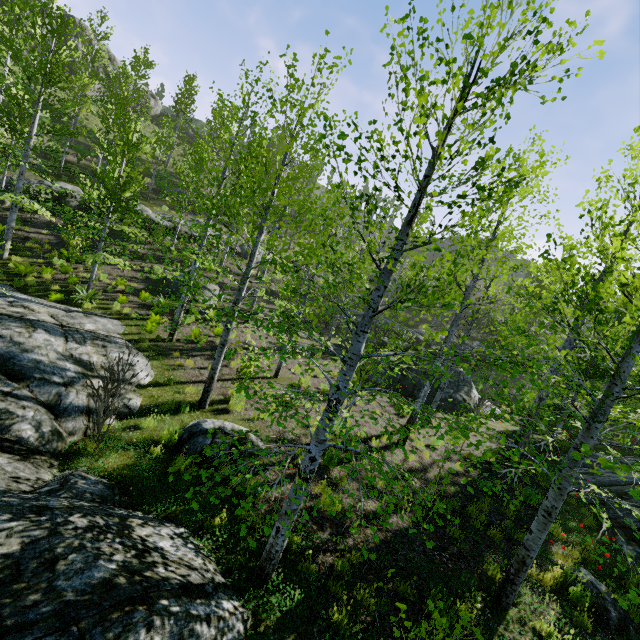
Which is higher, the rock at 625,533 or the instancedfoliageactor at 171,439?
the rock at 625,533

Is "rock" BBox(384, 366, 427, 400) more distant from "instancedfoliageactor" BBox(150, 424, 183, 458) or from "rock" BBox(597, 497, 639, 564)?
"instancedfoliageactor" BBox(150, 424, 183, 458)

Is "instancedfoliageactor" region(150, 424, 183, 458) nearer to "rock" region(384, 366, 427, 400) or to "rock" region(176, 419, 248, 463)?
"rock" region(176, 419, 248, 463)

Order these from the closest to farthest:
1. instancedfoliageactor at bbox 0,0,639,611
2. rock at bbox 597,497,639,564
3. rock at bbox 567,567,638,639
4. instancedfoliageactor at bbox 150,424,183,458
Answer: instancedfoliageactor at bbox 0,0,639,611 < rock at bbox 567,567,638,639 < instancedfoliageactor at bbox 150,424,183,458 < rock at bbox 597,497,639,564

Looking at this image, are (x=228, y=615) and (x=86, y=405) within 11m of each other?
yes

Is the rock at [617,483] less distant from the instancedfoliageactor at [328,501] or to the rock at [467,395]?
the instancedfoliageactor at [328,501]

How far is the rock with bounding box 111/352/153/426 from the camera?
7.8m

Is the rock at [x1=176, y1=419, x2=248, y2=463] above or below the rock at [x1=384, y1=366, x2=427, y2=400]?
below
